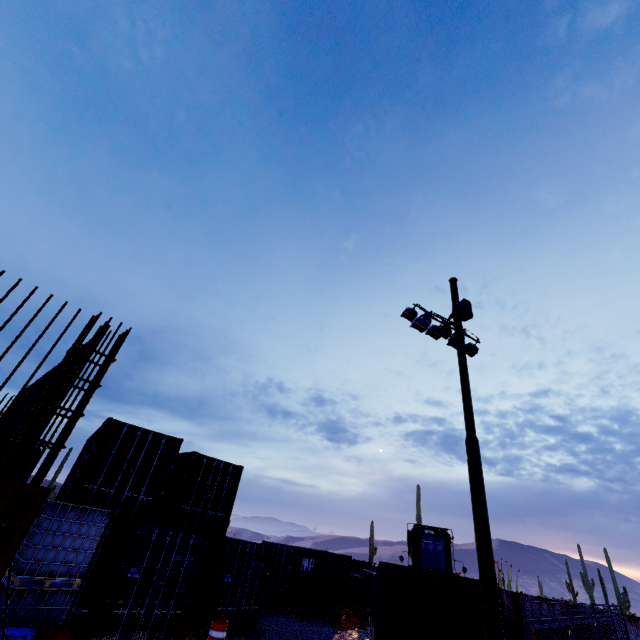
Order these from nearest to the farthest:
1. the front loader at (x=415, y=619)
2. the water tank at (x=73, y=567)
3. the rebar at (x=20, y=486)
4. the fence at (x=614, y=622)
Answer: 1. the rebar at (x=20, y=486)
2. the water tank at (x=73, y=567)
3. the fence at (x=614, y=622)
4. the front loader at (x=415, y=619)

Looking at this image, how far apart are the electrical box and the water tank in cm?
1081

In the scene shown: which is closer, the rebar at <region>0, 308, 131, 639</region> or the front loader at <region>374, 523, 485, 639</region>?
Answer: the rebar at <region>0, 308, 131, 639</region>

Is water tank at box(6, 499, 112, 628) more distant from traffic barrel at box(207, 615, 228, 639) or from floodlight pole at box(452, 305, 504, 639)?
floodlight pole at box(452, 305, 504, 639)

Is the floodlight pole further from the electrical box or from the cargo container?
the cargo container

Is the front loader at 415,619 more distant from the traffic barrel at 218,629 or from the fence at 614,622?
the traffic barrel at 218,629

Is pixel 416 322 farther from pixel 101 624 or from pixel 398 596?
pixel 101 624

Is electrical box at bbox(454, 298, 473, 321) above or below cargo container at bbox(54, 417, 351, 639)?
above
